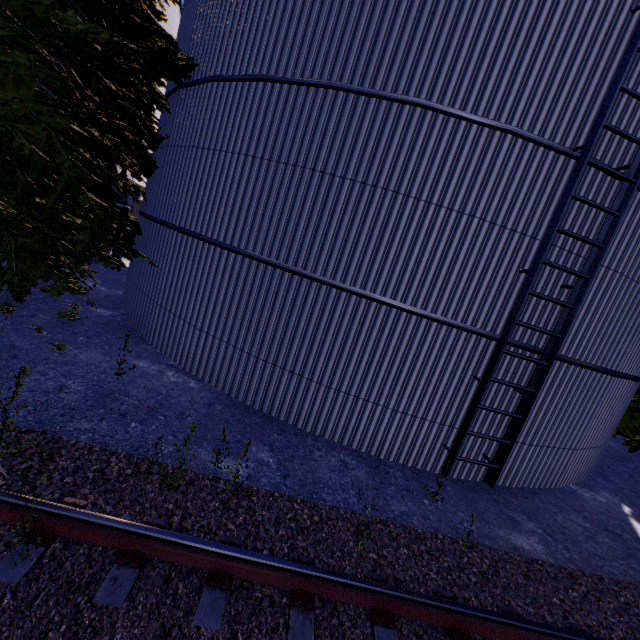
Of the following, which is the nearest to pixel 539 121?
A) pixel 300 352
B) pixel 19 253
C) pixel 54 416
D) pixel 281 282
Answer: pixel 281 282

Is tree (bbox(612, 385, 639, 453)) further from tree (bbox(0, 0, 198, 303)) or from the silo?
the silo

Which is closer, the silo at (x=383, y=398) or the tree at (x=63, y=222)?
A: the silo at (x=383, y=398)

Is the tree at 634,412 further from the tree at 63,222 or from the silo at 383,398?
the silo at 383,398

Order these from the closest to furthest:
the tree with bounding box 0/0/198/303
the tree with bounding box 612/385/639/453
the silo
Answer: → the silo < the tree with bounding box 0/0/198/303 < the tree with bounding box 612/385/639/453

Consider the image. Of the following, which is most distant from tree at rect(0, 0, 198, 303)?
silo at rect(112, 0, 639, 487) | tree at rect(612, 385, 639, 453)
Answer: tree at rect(612, 385, 639, 453)
